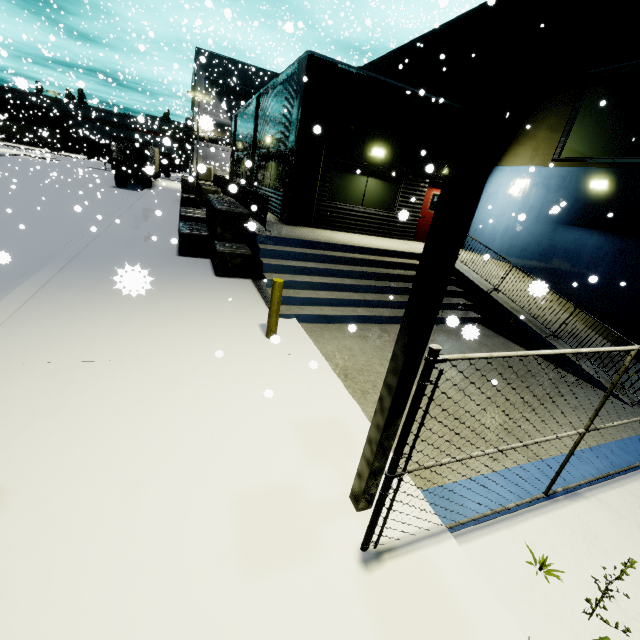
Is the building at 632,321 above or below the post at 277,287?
above

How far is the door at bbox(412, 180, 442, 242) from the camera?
13.2m

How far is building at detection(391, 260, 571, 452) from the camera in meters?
7.6 m

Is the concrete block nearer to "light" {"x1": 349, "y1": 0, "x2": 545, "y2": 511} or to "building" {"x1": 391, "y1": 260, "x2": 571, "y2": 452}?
"building" {"x1": 391, "y1": 260, "x2": 571, "y2": 452}

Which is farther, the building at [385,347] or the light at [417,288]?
the building at [385,347]

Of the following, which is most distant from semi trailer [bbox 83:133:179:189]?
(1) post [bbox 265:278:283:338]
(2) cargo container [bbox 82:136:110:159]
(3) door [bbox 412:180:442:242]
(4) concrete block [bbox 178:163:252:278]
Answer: (1) post [bbox 265:278:283:338]

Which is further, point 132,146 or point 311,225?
point 132,146

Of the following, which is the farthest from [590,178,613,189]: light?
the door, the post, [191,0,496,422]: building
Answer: the post
